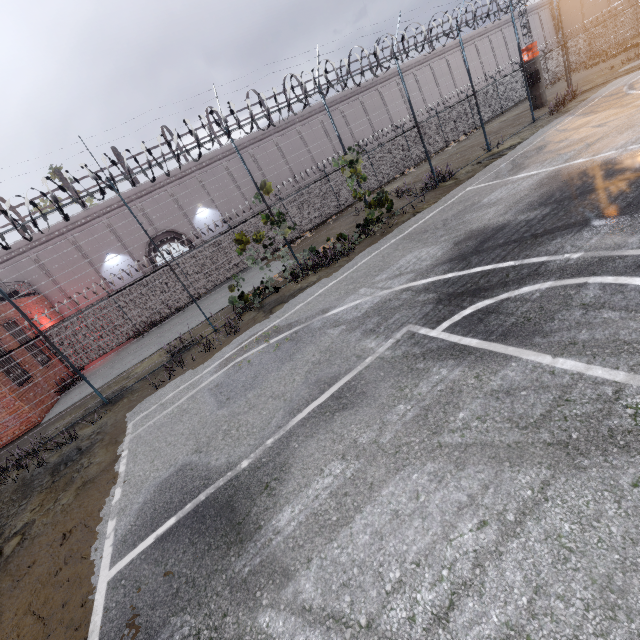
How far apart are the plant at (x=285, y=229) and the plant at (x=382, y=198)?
1.3 meters

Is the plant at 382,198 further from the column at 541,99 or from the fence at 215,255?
the column at 541,99

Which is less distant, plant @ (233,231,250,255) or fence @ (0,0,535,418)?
fence @ (0,0,535,418)

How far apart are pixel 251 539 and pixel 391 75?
39.2m

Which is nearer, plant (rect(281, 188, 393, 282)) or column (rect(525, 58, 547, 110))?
plant (rect(281, 188, 393, 282))

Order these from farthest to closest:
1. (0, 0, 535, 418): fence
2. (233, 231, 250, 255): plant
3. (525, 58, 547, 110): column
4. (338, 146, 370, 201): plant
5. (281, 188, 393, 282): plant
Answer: (525, 58, 547, 110): column, (338, 146, 370, 201): plant, (281, 188, 393, 282): plant, (233, 231, 250, 255): plant, (0, 0, 535, 418): fence

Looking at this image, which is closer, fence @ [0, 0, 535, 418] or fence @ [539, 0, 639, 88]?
fence @ [0, 0, 535, 418]

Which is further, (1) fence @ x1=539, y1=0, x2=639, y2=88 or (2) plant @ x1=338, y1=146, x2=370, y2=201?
(1) fence @ x1=539, y1=0, x2=639, y2=88
